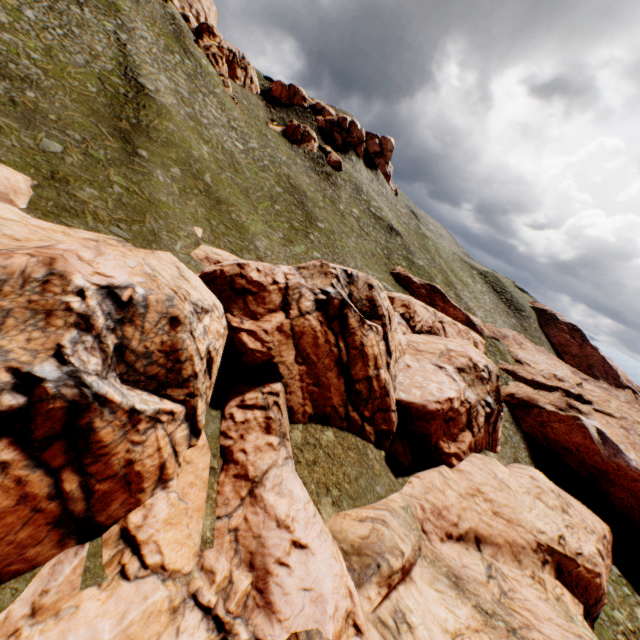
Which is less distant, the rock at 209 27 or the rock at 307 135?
the rock at 209 27

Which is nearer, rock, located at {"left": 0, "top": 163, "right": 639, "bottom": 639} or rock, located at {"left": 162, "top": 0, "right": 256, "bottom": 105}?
rock, located at {"left": 0, "top": 163, "right": 639, "bottom": 639}

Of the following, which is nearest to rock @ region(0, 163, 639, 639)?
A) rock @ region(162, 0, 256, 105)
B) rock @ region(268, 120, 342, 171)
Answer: rock @ region(268, 120, 342, 171)

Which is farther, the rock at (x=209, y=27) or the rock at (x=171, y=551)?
the rock at (x=209, y=27)

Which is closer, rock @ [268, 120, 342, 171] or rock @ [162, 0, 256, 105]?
rock @ [162, 0, 256, 105]

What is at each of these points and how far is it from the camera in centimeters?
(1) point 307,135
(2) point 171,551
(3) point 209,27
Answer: (1) rock, 5694cm
(2) rock, 1217cm
(3) rock, 5278cm

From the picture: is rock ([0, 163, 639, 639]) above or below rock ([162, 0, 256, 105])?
below
